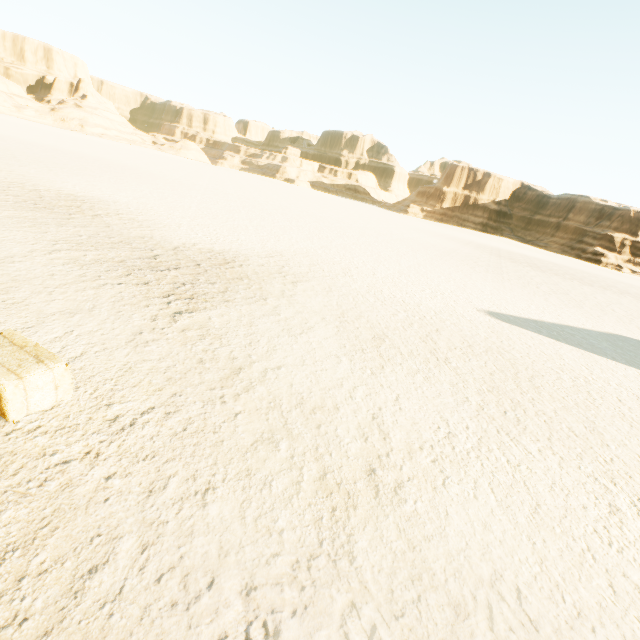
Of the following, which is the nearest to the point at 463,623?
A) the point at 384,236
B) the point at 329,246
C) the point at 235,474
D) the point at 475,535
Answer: the point at 475,535
